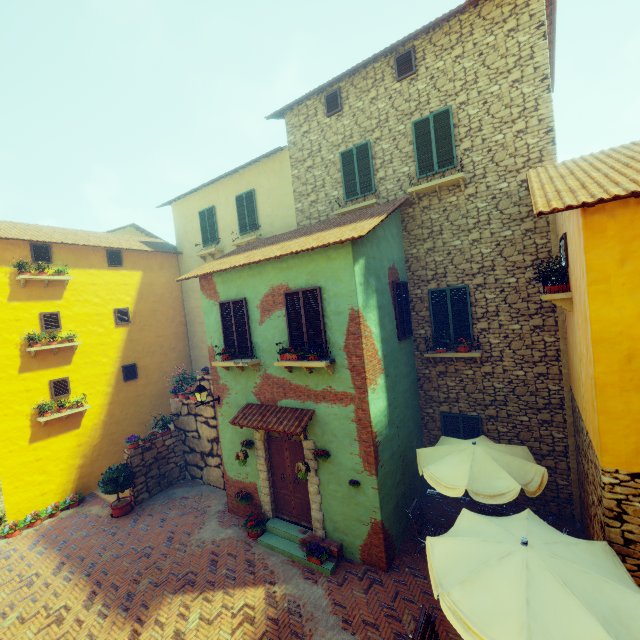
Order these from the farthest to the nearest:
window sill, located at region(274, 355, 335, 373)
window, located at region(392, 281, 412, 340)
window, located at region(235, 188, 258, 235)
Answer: window, located at region(235, 188, 258, 235)
window, located at region(392, 281, 412, 340)
window sill, located at region(274, 355, 335, 373)

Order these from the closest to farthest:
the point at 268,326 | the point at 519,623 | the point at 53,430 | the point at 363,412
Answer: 1. the point at 519,623
2. the point at 363,412
3. the point at 268,326
4. the point at 53,430

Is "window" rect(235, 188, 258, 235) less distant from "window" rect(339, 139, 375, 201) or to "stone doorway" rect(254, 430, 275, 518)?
"window" rect(339, 139, 375, 201)

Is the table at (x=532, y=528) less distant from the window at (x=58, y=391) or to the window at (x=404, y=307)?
Answer: the window at (x=404, y=307)

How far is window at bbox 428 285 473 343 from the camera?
9.1m

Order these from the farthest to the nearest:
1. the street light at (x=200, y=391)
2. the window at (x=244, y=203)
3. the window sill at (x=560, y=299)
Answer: the window at (x=244, y=203) < the street light at (x=200, y=391) < the window sill at (x=560, y=299)

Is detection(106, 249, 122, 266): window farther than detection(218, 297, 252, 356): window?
Yes

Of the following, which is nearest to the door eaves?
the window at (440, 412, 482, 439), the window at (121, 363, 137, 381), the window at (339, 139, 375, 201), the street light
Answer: the street light
